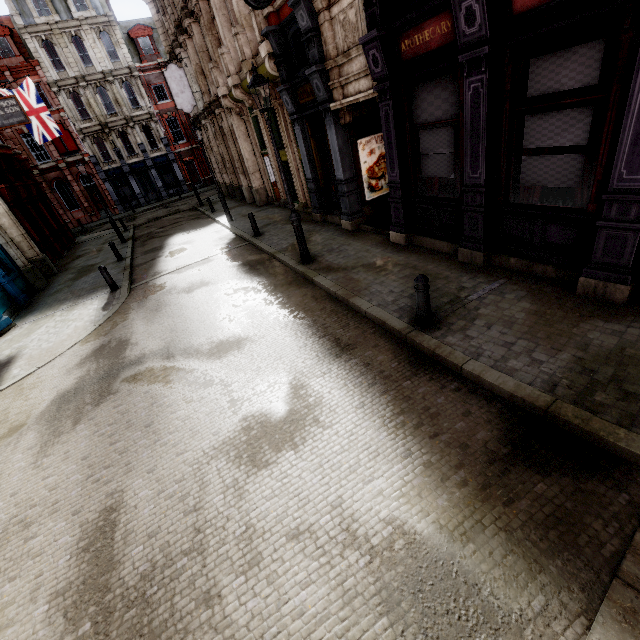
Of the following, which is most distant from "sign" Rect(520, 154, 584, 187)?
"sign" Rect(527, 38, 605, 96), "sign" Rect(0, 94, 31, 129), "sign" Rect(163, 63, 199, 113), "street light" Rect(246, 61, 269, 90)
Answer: "sign" Rect(163, 63, 199, 113)

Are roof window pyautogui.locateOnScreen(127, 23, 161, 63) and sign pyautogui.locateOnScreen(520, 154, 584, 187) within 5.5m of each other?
no

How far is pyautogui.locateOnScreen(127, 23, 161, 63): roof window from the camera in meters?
32.4

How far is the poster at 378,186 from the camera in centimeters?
1052cm

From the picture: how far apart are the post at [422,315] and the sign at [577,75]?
3.3m

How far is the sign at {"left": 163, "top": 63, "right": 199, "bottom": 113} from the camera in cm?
1914

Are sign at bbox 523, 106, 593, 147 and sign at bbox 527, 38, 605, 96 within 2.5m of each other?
yes

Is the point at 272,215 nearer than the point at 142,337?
No
